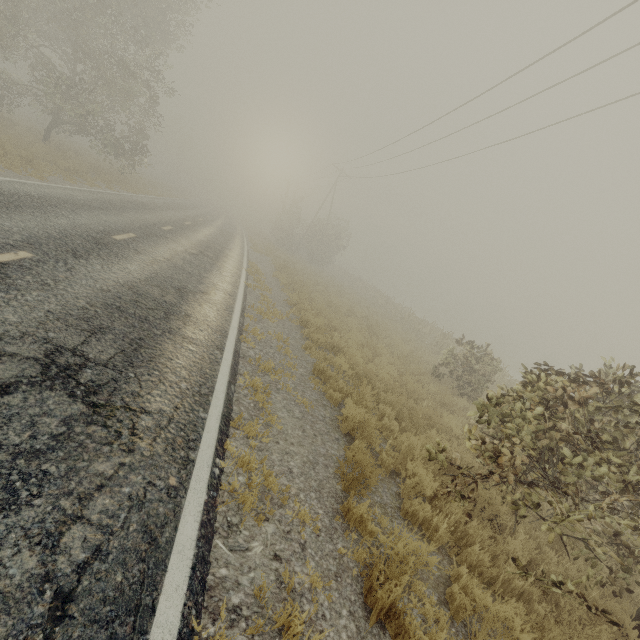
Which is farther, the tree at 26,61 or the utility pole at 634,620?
the tree at 26,61

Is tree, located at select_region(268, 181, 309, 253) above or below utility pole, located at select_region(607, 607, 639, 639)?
above

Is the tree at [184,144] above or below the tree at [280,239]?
above

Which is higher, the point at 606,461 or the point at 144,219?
the point at 606,461

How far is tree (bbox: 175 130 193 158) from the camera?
58.03m

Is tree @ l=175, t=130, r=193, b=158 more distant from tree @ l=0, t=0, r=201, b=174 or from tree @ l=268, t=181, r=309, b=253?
tree @ l=268, t=181, r=309, b=253

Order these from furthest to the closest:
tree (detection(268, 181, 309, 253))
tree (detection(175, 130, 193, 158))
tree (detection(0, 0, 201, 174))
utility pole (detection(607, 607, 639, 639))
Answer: tree (detection(175, 130, 193, 158))
tree (detection(268, 181, 309, 253))
tree (detection(0, 0, 201, 174))
utility pole (detection(607, 607, 639, 639))

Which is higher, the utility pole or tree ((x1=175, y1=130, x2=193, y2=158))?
tree ((x1=175, y1=130, x2=193, y2=158))
